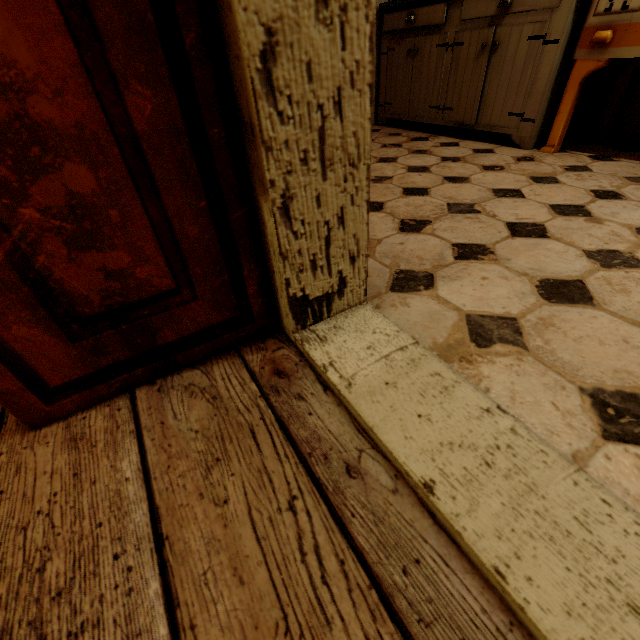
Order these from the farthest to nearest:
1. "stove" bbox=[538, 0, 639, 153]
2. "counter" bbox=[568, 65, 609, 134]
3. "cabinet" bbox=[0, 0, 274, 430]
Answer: "counter" bbox=[568, 65, 609, 134]
"stove" bbox=[538, 0, 639, 153]
"cabinet" bbox=[0, 0, 274, 430]

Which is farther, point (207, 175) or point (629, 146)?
point (629, 146)

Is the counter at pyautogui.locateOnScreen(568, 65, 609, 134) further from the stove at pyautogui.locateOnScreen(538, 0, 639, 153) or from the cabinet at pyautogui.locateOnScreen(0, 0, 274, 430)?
the cabinet at pyautogui.locateOnScreen(0, 0, 274, 430)

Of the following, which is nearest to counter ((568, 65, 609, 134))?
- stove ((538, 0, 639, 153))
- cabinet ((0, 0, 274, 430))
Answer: stove ((538, 0, 639, 153))

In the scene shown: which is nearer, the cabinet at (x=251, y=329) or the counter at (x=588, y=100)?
the cabinet at (x=251, y=329)

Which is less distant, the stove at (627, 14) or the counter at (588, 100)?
the stove at (627, 14)
